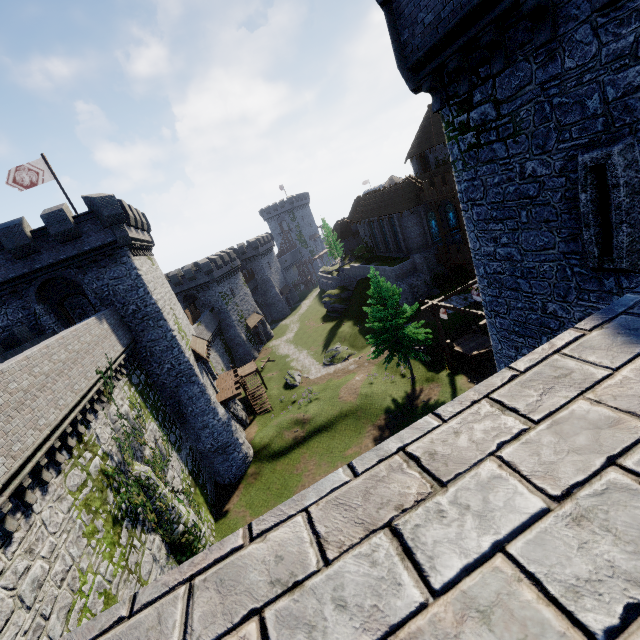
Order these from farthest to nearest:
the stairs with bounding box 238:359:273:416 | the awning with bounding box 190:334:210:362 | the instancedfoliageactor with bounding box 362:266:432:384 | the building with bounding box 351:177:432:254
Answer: the building with bounding box 351:177:432:254
the stairs with bounding box 238:359:273:416
the awning with bounding box 190:334:210:362
the instancedfoliageactor with bounding box 362:266:432:384

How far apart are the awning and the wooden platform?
3.1 meters

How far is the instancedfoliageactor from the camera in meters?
26.0

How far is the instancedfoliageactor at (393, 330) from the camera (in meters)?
26.05

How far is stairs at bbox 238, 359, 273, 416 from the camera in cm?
3500

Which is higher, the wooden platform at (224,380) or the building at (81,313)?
the building at (81,313)

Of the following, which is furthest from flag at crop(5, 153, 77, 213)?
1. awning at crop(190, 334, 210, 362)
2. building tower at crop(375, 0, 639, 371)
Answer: building tower at crop(375, 0, 639, 371)

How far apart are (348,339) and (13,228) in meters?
34.9
